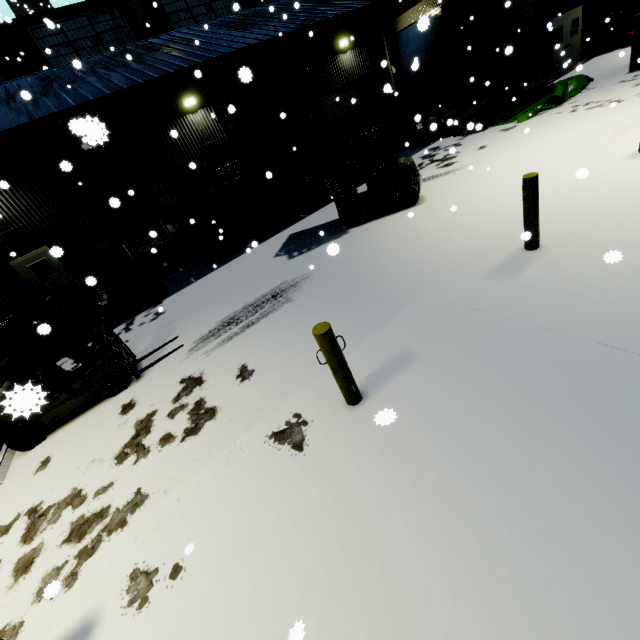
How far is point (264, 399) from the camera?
Result: 4.8m

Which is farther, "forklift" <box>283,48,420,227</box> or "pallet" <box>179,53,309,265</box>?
"forklift" <box>283,48,420,227</box>

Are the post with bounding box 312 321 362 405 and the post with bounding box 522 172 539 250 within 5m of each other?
yes

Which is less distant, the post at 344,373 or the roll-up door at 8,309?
the post at 344,373

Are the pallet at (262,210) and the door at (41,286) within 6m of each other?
yes

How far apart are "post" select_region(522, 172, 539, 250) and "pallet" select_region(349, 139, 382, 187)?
9.78m

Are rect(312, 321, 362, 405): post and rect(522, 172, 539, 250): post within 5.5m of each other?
yes

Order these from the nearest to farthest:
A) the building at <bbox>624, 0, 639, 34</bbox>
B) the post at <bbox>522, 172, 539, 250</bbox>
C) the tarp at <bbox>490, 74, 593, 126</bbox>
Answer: the post at <bbox>522, 172, 539, 250</bbox> < the tarp at <bbox>490, 74, 593, 126</bbox> < the building at <bbox>624, 0, 639, 34</bbox>
